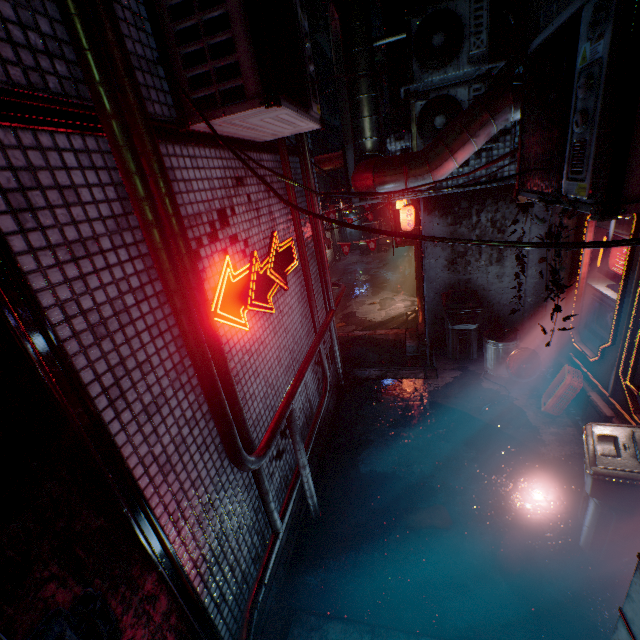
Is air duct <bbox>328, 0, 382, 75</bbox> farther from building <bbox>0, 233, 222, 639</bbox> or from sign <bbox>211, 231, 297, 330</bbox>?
sign <bbox>211, 231, 297, 330</bbox>

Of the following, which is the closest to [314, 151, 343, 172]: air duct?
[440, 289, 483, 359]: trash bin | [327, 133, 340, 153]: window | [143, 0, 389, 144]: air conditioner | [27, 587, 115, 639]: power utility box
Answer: [143, 0, 389, 144]: air conditioner

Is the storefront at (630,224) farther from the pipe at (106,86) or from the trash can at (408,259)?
the trash can at (408,259)

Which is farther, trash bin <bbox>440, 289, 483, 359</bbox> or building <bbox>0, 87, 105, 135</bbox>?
trash bin <bbox>440, 289, 483, 359</bbox>

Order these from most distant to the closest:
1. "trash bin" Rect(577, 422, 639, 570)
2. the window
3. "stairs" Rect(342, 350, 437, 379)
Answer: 1. the window
2. "stairs" Rect(342, 350, 437, 379)
3. "trash bin" Rect(577, 422, 639, 570)

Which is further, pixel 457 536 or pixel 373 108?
pixel 373 108

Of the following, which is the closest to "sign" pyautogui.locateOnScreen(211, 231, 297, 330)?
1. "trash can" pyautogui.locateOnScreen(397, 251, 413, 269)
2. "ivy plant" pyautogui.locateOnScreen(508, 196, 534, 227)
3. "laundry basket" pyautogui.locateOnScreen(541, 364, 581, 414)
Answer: "ivy plant" pyautogui.locateOnScreen(508, 196, 534, 227)

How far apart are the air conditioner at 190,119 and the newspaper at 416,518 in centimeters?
345cm
